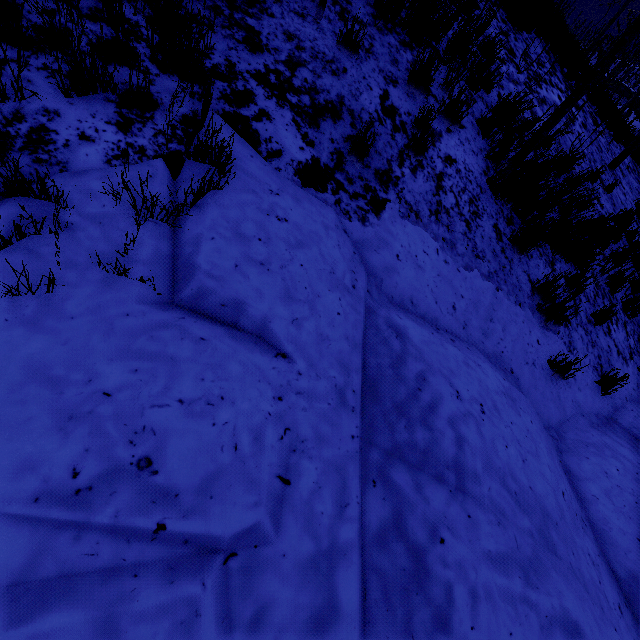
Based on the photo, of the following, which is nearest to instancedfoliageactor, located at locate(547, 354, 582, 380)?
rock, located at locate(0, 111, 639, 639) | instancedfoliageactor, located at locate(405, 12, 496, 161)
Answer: rock, located at locate(0, 111, 639, 639)

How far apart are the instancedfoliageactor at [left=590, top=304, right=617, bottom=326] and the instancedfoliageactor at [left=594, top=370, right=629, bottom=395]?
0.7 meters

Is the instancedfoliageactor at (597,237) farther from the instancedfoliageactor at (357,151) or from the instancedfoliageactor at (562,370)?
the instancedfoliageactor at (357,151)

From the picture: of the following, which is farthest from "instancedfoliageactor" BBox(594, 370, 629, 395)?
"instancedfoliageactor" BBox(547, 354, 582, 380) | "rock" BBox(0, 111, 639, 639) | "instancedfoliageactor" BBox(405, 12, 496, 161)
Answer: "instancedfoliageactor" BBox(405, 12, 496, 161)

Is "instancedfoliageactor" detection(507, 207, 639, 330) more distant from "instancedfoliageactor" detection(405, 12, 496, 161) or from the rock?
the rock

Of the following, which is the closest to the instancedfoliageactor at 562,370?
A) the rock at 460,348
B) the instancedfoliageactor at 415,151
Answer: the rock at 460,348

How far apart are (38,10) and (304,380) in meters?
2.3 m

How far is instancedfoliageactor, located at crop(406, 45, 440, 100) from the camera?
3.55m
